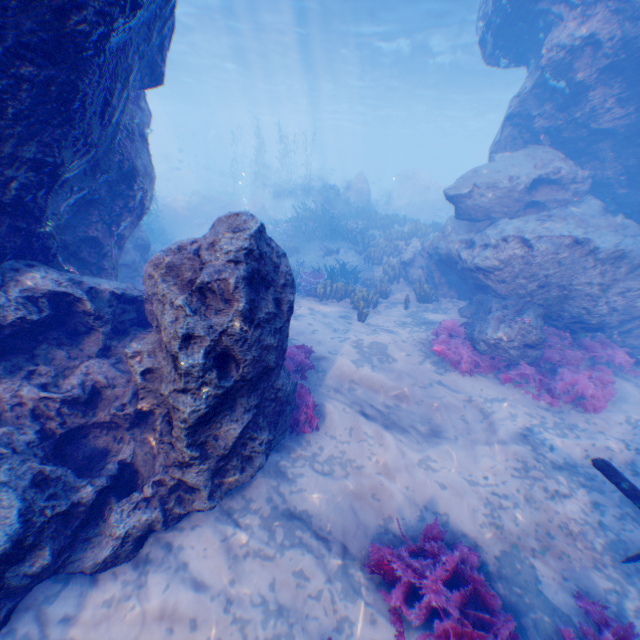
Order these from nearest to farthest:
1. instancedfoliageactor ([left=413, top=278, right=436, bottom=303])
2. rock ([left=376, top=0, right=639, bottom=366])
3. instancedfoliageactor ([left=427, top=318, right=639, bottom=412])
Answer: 1. instancedfoliageactor ([left=427, top=318, right=639, bottom=412])
2. rock ([left=376, top=0, right=639, bottom=366])
3. instancedfoliageactor ([left=413, top=278, right=436, bottom=303])

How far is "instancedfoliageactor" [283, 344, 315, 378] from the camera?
7.07m

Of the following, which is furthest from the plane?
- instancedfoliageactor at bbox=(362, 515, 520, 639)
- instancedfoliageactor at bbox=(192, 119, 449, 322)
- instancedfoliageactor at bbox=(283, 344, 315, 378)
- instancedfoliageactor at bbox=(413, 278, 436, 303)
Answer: instancedfoliageactor at bbox=(192, 119, 449, 322)

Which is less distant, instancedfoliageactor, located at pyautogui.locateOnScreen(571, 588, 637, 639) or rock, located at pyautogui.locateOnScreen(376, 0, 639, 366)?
instancedfoliageactor, located at pyautogui.locateOnScreen(571, 588, 637, 639)

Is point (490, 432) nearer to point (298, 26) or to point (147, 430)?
point (147, 430)

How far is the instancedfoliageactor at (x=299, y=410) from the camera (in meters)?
6.03

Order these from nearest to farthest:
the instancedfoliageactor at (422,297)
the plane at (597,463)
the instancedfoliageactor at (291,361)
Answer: the plane at (597,463) → the instancedfoliageactor at (291,361) → the instancedfoliageactor at (422,297)
